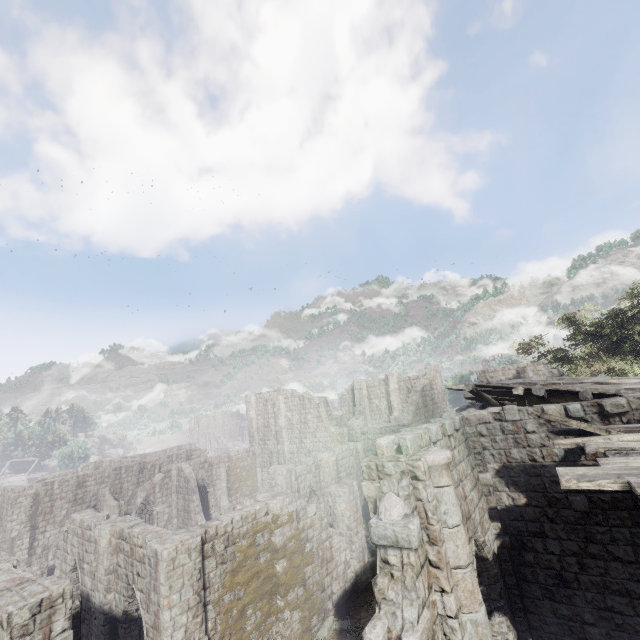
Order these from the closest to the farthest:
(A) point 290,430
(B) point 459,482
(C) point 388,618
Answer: (C) point 388,618, (B) point 459,482, (A) point 290,430

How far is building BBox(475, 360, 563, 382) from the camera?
24.6 meters

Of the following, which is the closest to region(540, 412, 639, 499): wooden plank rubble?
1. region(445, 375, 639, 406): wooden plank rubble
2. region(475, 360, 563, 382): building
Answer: region(475, 360, 563, 382): building

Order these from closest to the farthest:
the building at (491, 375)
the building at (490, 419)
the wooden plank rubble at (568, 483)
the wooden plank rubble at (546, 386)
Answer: the wooden plank rubble at (568, 483)
the building at (490, 419)
the wooden plank rubble at (546, 386)
the building at (491, 375)

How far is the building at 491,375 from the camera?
24.6 meters

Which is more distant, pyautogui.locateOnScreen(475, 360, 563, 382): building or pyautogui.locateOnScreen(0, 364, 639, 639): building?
pyautogui.locateOnScreen(475, 360, 563, 382): building

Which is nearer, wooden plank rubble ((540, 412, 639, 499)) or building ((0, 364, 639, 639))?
wooden plank rubble ((540, 412, 639, 499))

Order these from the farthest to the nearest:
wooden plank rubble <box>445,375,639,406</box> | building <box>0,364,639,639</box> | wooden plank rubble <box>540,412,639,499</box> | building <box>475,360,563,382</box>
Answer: building <box>475,360,563,382</box>, wooden plank rubble <box>445,375,639,406</box>, building <box>0,364,639,639</box>, wooden plank rubble <box>540,412,639,499</box>
